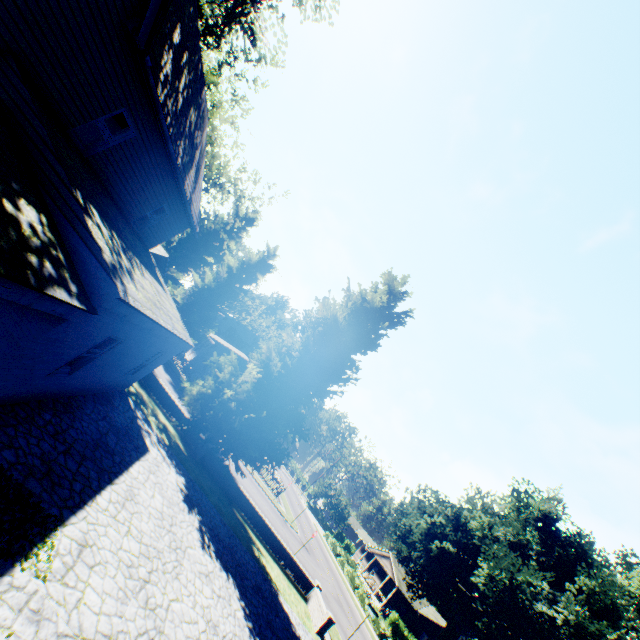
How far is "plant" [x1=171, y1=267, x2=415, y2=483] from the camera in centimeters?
1583cm

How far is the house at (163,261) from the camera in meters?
46.3 m

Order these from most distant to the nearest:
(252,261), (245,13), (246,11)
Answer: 1. (252,261)
2. (246,11)
3. (245,13)

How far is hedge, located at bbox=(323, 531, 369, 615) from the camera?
35.81m

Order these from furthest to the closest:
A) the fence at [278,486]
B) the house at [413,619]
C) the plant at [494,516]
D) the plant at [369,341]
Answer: the house at [413,619]
the fence at [278,486]
the plant at [494,516]
the plant at [369,341]

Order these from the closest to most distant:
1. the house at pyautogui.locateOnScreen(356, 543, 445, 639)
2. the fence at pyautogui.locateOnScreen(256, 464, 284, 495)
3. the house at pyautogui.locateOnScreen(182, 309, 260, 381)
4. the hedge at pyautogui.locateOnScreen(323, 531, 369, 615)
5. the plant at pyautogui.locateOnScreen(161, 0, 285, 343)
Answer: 1. the plant at pyautogui.locateOnScreen(161, 0, 285, 343)
2. the fence at pyautogui.locateOnScreen(256, 464, 284, 495)
3. the hedge at pyautogui.locateOnScreen(323, 531, 369, 615)
4. the house at pyautogui.locateOnScreen(182, 309, 260, 381)
5. the house at pyautogui.locateOnScreen(356, 543, 445, 639)

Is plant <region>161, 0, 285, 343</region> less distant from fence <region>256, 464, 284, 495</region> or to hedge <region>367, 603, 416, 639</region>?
fence <region>256, 464, 284, 495</region>

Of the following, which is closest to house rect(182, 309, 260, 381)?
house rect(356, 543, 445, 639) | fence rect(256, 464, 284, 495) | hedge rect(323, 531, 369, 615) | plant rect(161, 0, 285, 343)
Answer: plant rect(161, 0, 285, 343)
